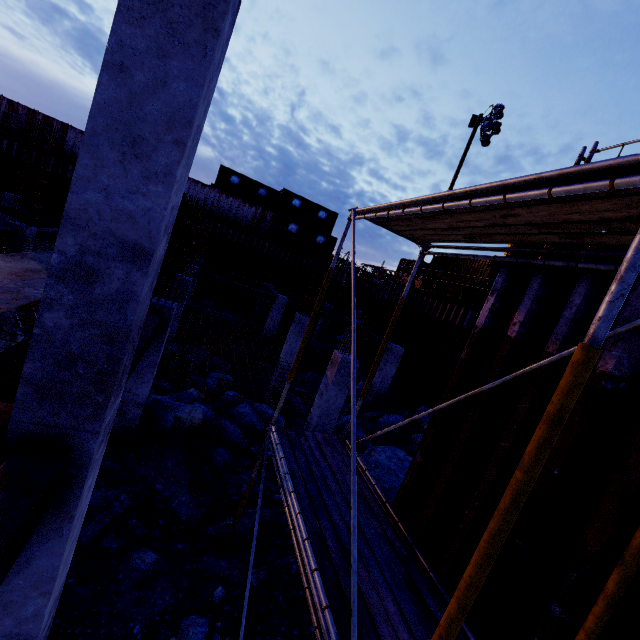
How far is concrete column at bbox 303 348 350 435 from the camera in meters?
9.0

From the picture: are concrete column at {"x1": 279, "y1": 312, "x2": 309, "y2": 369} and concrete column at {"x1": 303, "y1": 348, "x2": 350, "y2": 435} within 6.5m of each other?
yes

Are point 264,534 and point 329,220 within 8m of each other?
no

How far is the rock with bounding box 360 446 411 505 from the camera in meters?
8.0 m

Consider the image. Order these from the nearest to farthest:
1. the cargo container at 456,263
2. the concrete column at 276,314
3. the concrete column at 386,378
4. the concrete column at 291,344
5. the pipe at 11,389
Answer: the pipe at 11,389 → the concrete column at 291,344 → the concrete column at 386,378 → the cargo container at 456,263 → the concrete column at 276,314

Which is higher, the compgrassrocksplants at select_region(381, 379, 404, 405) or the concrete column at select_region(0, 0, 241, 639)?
the concrete column at select_region(0, 0, 241, 639)

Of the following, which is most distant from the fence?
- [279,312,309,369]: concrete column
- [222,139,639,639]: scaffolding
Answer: [222,139,639,639]: scaffolding

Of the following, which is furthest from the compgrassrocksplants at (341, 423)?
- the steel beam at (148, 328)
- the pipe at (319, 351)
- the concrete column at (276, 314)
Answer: the steel beam at (148, 328)
